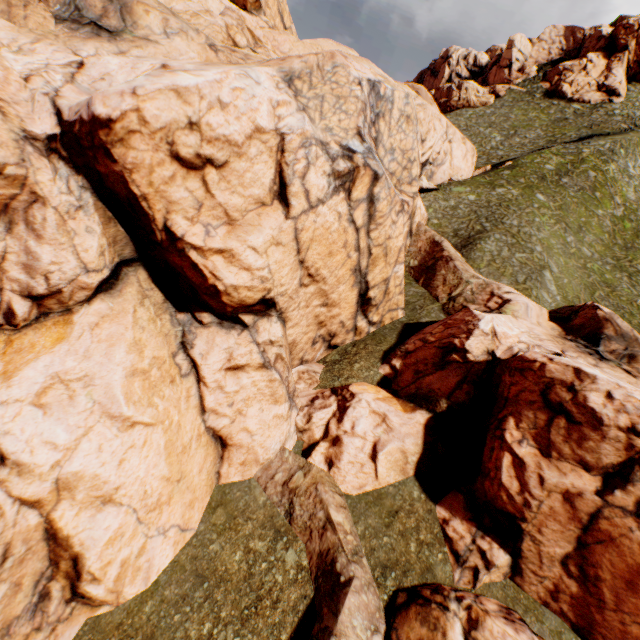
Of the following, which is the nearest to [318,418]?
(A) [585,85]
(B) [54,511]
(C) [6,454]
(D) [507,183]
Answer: (B) [54,511]

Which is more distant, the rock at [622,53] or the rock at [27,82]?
the rock at [622,53]

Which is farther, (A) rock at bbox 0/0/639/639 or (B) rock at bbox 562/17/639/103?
(B) rock at bbox 562/17/639/103

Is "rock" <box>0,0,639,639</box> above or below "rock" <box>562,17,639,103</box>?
below

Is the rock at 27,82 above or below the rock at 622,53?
below
